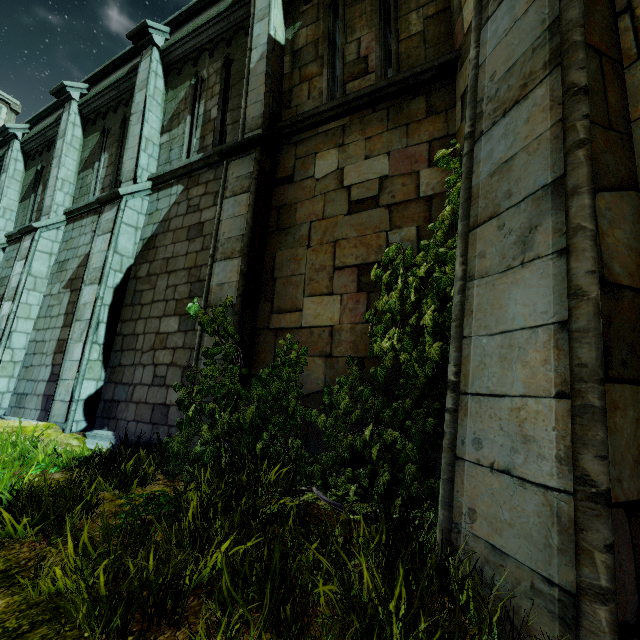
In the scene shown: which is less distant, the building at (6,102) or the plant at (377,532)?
the plant at (377,532)

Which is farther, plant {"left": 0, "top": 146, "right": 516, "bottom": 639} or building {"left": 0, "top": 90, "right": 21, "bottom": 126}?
building {"left": 0, "top": 90, "right": 21, "bottom": 126}

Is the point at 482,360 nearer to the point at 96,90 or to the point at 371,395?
the point at 371,395

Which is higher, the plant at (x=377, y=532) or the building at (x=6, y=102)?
the building at (x=6, y=102)

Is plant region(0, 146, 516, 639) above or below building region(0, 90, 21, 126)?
below
